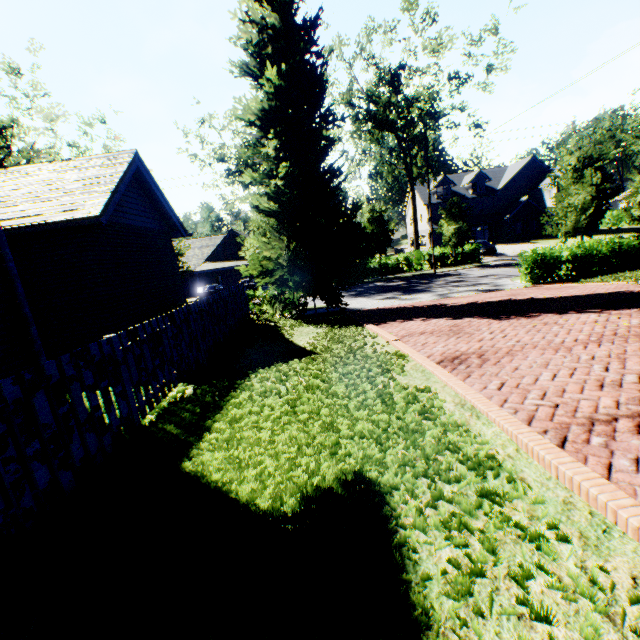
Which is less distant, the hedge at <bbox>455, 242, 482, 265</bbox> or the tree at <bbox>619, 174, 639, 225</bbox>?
the tree at <bbox>619, 174, 639, 225</bbox>

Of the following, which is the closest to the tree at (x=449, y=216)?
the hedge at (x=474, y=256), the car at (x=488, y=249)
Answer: the hedge at (x=474, y=256)

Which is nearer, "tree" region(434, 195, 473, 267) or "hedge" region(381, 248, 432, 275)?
"tree" region(434, 195, 473, 267)

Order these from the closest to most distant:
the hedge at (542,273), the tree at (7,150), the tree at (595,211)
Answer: the hedge at (542,273) < the tree at (595,211) < the tree at (7,150)

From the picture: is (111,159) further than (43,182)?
Yes

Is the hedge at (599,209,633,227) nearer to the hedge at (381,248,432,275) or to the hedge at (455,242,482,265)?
the hedge at (455,242,482,265)

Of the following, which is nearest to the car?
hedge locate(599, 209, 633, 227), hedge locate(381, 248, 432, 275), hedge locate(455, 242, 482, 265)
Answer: hedge locate(455, 242, 482, 265)

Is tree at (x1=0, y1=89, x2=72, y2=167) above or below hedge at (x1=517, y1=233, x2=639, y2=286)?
above
